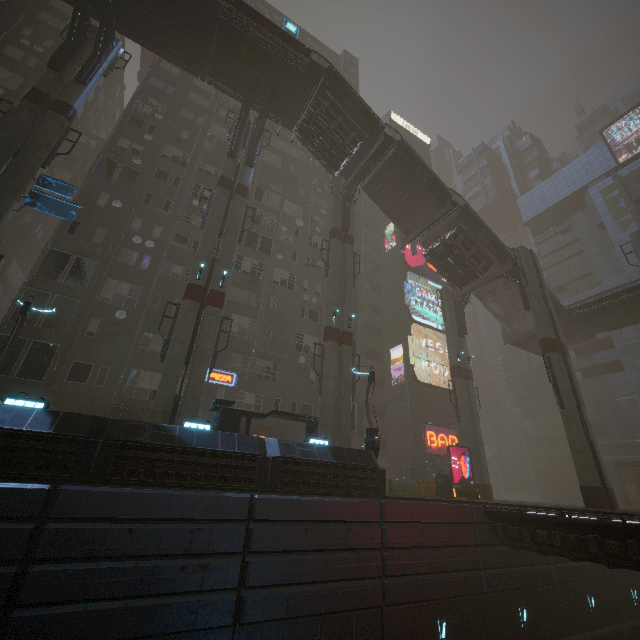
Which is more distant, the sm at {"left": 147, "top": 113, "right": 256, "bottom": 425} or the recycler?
the recycler

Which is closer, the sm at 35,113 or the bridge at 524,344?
the sm at 35,113

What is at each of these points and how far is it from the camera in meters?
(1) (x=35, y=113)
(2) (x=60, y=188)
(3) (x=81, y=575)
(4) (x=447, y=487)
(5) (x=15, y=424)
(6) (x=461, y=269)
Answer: (1) sm, 17.5
(2) sign, 17.9
(3) building, 8.8
(4) recycler, 21.1
(5) building, 9.8
(6) bridge, 26.5

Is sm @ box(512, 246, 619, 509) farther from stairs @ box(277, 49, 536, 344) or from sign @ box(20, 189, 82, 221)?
sign @ box(20, 189, 82, 221)

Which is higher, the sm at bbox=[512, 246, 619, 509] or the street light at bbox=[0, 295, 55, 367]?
the street light at bbox=[0, 295, 55, 367]

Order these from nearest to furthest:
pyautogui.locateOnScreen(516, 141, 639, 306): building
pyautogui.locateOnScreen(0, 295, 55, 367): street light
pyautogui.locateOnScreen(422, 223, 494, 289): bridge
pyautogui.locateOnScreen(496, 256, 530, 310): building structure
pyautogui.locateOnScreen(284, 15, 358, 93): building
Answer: pyautogui.locateOnScreen(0, 295, 55, 367): street light < pyautogui.locateOnScreen(496, 256, 530, 310): building structure < pyautogui.locateOnScreen(422, 223, 494, 289): bridge < pyautogui.locateOnScreen(516, 141, 639, 306): building < pyautogui.locateOnScreen(284, 15, 358, 93): building

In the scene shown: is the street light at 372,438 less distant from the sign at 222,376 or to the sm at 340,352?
the sm at 340,352

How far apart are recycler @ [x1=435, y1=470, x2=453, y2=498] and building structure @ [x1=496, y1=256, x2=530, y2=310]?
13.50m
